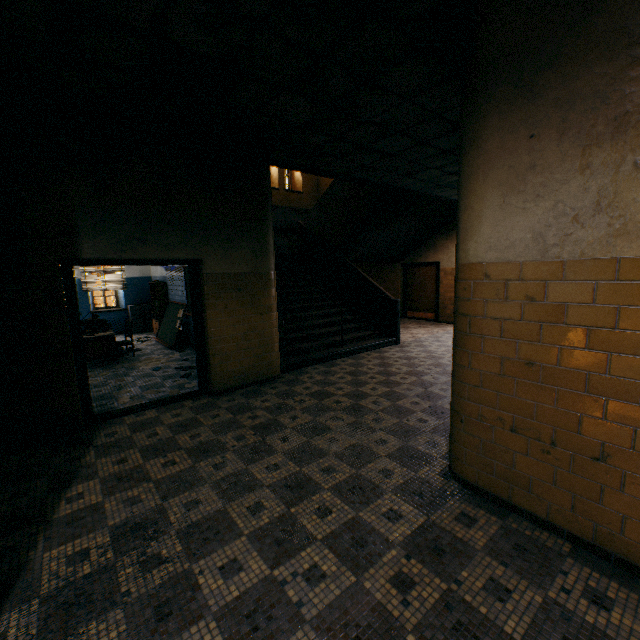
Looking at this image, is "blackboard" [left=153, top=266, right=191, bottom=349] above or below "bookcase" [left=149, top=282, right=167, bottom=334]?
below

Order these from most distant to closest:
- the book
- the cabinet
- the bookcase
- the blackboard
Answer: the cabinet
the bookcase
the blackboard
the book

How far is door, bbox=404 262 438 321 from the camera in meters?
11.9 m

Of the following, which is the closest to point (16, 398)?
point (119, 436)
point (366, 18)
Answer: point (119, 436)

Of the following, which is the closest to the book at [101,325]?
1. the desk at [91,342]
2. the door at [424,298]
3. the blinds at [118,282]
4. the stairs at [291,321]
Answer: the desk at [91,342]

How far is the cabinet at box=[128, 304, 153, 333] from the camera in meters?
11.3

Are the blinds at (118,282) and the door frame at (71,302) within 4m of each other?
no

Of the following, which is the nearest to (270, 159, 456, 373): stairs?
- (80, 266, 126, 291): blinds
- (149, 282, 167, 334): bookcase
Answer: (149, 282, 167, 334): bookcase
